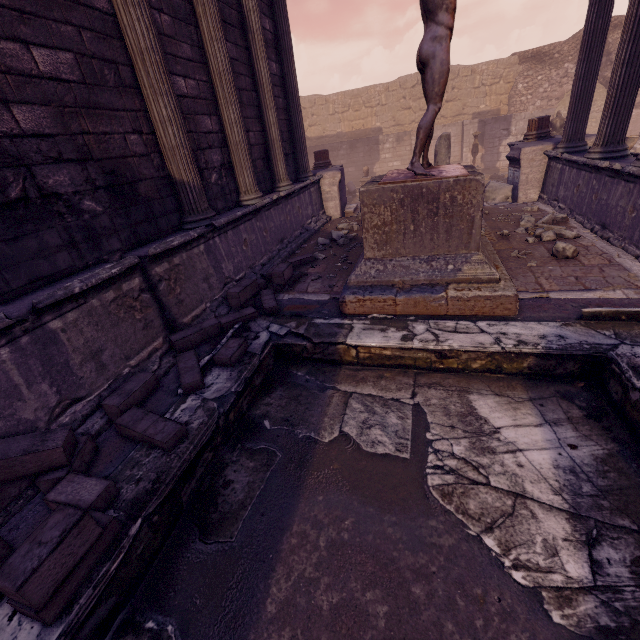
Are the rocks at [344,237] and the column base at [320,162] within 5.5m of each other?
yes

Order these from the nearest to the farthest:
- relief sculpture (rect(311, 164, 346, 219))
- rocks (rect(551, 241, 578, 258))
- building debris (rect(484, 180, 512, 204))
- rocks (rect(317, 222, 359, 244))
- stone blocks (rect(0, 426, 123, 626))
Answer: stone blocks (rect(0, 426, 123, 626)), rocks (rect(551, 241, 578, 258)), rocks (rect(317, 222, 359, 244)), building debris (rect(484, 180, 512, 204)), relief sculpture (rect(311, 164, 346, 219))

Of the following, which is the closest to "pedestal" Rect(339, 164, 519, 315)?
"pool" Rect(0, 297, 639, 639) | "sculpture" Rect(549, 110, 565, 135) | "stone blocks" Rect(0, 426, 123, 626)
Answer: "pool" Rect(0, 297, 639, 639)

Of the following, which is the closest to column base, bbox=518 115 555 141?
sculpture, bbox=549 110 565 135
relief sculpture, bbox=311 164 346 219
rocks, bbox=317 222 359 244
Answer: sculpture, bbox=549 110 565 135

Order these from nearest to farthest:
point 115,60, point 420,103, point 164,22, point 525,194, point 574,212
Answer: point 115,60
point 164,22
point 574,212
point 525,194
point 420,103

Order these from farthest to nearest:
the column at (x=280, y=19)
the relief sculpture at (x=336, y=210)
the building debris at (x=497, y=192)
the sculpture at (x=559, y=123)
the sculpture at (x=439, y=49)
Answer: the sculpture at (x=559, y=123), the relief sculpture at (x=336, y=210), the building debris at (x=497, y=192), the column at (x=280, y=19), the sculpture at (x=439, y=49)

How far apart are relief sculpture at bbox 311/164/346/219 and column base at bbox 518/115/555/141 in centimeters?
526cm

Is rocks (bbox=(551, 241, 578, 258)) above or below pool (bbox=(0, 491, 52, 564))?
above
